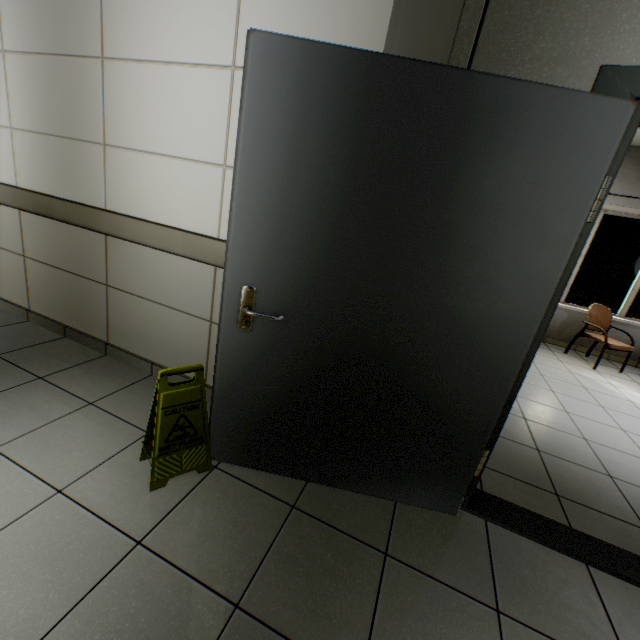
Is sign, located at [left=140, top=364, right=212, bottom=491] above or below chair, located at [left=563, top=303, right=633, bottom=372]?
below

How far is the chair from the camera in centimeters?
482cm

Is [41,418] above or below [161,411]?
below

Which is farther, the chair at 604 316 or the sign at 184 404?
the chair at 604 316

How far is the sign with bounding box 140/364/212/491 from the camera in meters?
1.6 m

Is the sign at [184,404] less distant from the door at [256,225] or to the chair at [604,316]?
the door at [256,225]

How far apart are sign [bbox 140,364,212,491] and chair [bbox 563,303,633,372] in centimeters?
577cm

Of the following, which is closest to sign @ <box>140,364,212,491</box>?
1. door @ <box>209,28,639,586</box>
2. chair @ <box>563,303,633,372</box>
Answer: door @ <box>209,28,639,586</box>
